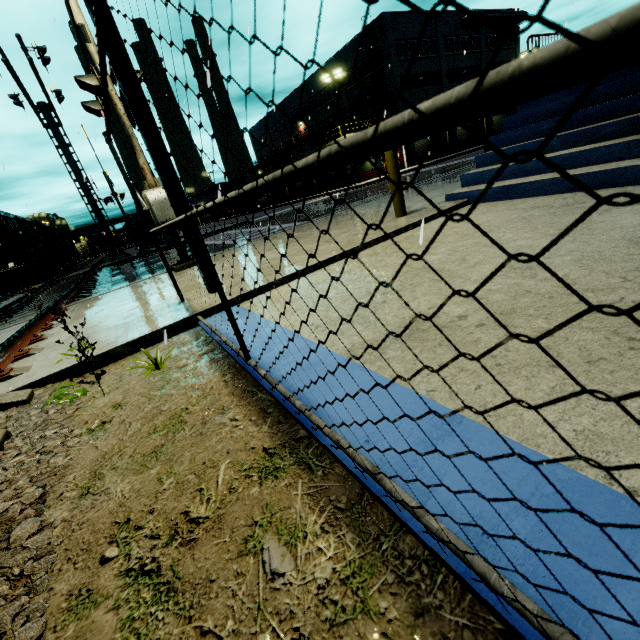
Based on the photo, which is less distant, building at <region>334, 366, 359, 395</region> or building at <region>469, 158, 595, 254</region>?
building at <region>334, 366, 359, 395</region>

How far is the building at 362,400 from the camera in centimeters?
146cm

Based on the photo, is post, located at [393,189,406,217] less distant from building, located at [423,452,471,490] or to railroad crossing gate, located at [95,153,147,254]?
building, located at [423,452,471,490]

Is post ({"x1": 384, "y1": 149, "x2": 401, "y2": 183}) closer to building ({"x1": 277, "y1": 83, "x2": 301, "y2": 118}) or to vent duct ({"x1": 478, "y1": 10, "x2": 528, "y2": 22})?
building ({"x1": 277, "y1": 83, "x2": 301, "y2": 118})

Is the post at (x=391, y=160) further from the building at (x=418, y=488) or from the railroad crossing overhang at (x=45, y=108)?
the railroad crossing overhang at (x=45, y=108)

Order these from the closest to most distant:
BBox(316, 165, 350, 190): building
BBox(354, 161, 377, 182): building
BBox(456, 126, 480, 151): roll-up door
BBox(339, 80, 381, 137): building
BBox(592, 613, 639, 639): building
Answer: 1. BBox(592, 613, 639, 639): building
2. BBox(354, 161, 377, 182): building
3. BBox(316, 165, 350, 190): building
4. BBox(339, 80, 381, 137): building
5. BBox(456, 126, 480, 151): roll-up door

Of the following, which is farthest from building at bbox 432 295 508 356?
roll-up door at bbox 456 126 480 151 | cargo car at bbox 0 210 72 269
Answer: cargo car at bbox 0 210 72 269

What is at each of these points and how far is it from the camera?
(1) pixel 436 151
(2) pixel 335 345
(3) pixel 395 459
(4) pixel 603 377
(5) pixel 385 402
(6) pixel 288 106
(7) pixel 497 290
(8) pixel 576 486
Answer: (1) roll-up door, 40.78m
(2) building, 2.20m
(3) building, 1.22m
(4) building, 1.31m
(5) building, 1.53m
(6) building, 52.12m
(7) building, 2.30m
(8) building, 0.96m
